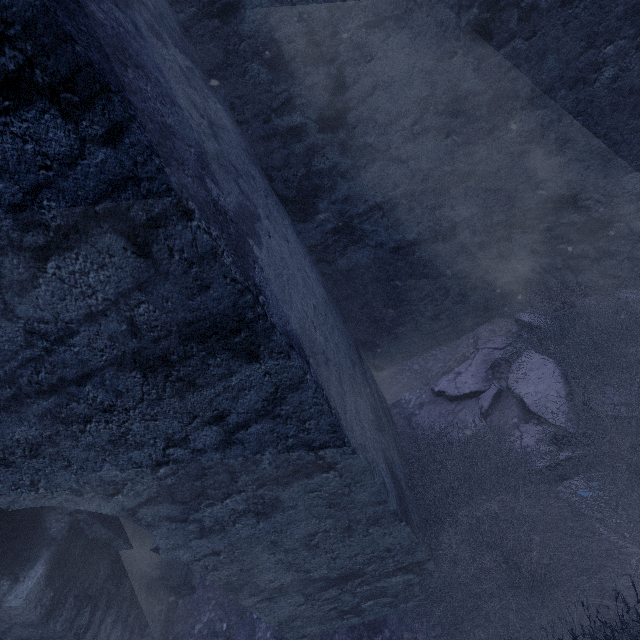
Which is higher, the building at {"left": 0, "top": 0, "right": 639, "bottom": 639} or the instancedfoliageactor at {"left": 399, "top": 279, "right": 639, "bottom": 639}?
the building at {"left": 0, "top": 0, "right": 639, "bottom": 639}

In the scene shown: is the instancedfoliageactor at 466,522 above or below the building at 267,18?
below

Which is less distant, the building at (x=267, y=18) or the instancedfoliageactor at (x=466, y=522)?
the building at (x=267, y=18)

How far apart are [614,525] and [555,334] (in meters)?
1.59

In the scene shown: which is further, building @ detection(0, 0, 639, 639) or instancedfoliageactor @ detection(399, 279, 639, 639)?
instancedfoliageactor @ detection(399, 279, 639, 639)
